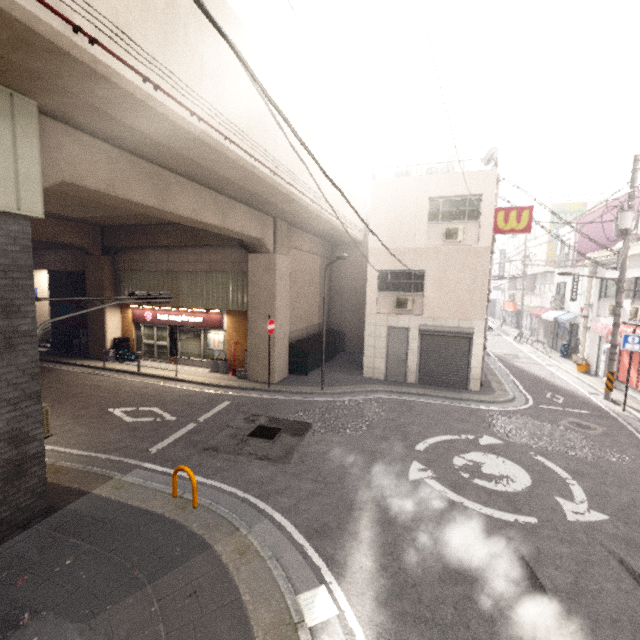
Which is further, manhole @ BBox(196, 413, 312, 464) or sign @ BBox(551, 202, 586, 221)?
sign @ BBox(551, 202, 586, 221)

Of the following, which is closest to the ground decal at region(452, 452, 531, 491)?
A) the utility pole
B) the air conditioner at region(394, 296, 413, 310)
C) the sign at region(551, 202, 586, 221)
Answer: the air conditioner at region(394, 296, 413, 310)

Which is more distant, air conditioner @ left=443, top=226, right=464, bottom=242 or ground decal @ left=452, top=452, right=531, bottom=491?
air conditioner @ left=443, top=226, right=464, bottom=242

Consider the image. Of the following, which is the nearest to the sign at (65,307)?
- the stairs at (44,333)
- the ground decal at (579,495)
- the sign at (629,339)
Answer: the stairs at (44,333)

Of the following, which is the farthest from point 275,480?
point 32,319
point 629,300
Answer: point 629,300

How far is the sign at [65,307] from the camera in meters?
18.3 m

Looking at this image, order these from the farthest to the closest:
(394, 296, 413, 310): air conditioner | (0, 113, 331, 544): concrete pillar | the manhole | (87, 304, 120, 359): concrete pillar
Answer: (87, 304, 120, 359): concrete pillar
(394, 296, 413, 310): air conditioner
the manhole
(0, 113, 331, 544): concrete pillar

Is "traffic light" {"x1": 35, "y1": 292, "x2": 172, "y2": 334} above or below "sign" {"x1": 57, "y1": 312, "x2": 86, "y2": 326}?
above
